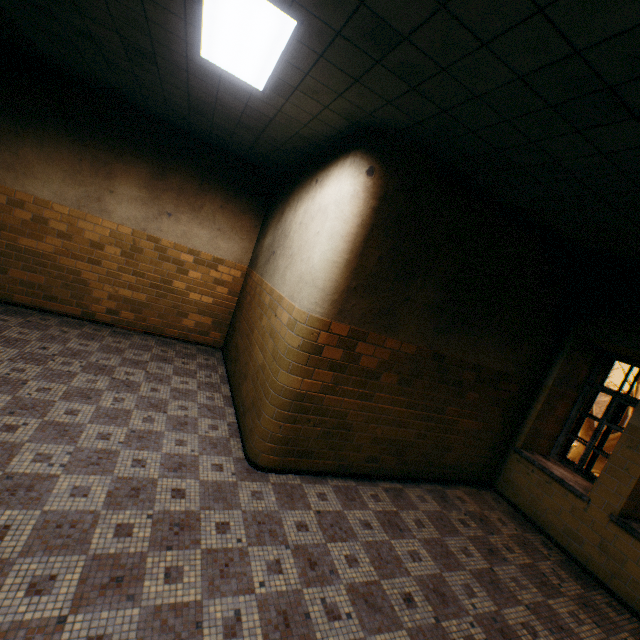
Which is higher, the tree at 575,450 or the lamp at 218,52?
the lamp at 218,52

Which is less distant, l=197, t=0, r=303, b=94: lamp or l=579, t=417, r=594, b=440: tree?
l=197, t=0, r=303, b=94: lamp

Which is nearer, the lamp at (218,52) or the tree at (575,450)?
the lamp at (218,52)

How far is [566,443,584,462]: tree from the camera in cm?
1447

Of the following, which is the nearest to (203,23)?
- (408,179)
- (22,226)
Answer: (408,179)

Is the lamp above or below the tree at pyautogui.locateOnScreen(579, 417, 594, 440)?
above
